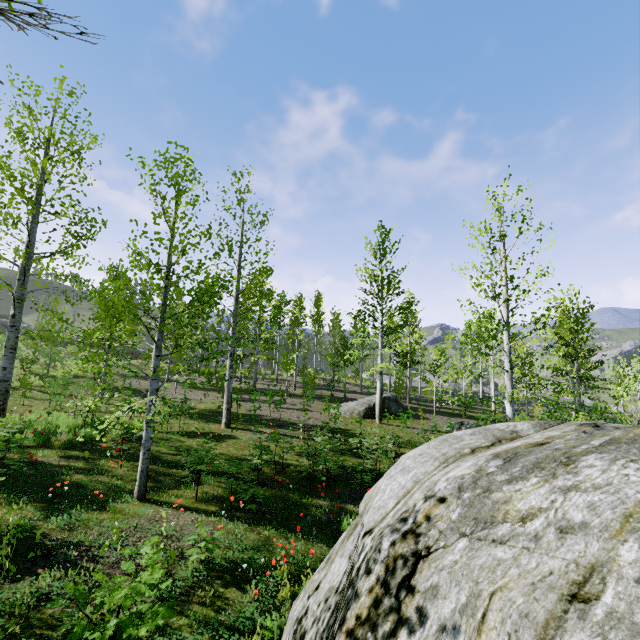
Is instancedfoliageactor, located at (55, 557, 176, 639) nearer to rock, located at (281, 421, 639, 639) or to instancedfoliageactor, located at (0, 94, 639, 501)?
instancedfoliageactor, located at (0, 94, 639, 501)

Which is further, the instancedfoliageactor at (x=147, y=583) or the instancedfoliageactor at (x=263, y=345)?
the instancedfoliageactor at (x=263, y=345)

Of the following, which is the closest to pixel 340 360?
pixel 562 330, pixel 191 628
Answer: pixel 562 330

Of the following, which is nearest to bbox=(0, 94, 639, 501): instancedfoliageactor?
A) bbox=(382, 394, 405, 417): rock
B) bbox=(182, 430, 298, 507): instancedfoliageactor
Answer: bbox=(382, 394, 405, 417): rock

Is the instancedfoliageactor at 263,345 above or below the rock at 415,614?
above

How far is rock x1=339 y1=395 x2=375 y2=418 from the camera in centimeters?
1929cm

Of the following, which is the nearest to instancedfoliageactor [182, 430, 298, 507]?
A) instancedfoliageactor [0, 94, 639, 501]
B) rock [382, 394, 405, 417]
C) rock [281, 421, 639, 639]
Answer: instancedfoliageactor [0, 94, 639, 501]

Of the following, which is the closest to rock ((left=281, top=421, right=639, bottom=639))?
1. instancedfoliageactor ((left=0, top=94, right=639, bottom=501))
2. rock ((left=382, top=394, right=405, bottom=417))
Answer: instancedfoliageactor ((left=0, top=94, right=639, bottom=501))
